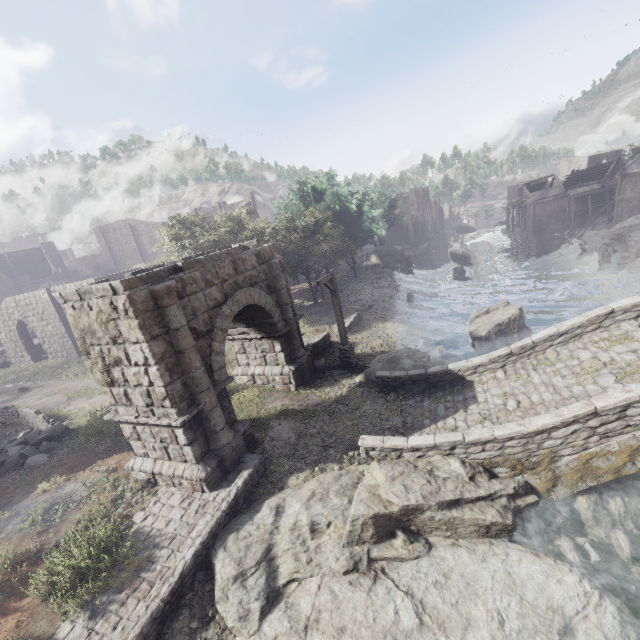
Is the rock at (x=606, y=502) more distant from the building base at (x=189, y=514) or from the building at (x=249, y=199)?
the building at (x=249, y=199)

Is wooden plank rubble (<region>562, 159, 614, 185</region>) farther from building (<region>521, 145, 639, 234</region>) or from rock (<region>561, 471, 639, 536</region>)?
rock (<region>561, 471, 639, 536</region>)

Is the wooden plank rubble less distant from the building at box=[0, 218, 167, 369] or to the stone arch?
the building at box=[0, 218, 167, 369]

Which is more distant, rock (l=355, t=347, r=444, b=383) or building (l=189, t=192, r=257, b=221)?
building (l=189, t=192, r=257, b=221)

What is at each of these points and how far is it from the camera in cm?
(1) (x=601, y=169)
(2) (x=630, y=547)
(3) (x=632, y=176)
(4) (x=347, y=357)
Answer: (1) wooden plank rubble, 5644
(2) rubble, 721
(3) building, 3953
(4) wooden lamp post, 1502

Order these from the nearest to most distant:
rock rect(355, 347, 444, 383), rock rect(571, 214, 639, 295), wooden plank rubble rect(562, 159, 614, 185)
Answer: rock rect(355, 347, 444, 383), rock rect(571, 214, 639, 295), wooden plank rubble rect(562, 159, 614, 185)

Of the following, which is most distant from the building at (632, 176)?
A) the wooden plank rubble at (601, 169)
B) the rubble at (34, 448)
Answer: the rubble at (34, 448)

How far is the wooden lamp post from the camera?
13.82m
